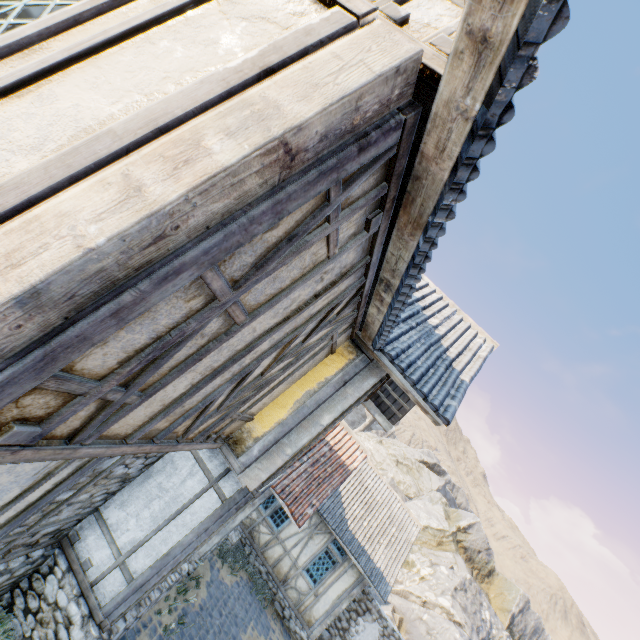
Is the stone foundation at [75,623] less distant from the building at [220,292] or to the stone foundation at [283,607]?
the building at [220,292]

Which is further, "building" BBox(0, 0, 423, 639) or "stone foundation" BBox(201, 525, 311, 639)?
"stone foundation" BBox(201, 525, 311, 639)

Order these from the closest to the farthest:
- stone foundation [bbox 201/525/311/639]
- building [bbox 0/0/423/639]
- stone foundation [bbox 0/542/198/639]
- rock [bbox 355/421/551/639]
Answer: building [bbox 0/0/423/639], stone foundation [bbox 0/542/198/639], stone foundation [bbox 201/525/311/639], rock [bbox 355/421/551/639]

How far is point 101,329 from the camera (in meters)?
1.48

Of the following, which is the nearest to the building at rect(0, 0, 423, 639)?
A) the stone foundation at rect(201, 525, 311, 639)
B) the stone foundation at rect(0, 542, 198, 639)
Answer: the stone foundation at rect(0, 542, 198, 639)

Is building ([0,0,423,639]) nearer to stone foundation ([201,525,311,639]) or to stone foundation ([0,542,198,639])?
stone foundation ([0,542,198,639])

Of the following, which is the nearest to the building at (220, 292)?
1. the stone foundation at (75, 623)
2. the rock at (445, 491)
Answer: the stone foundation at (75, 623)
